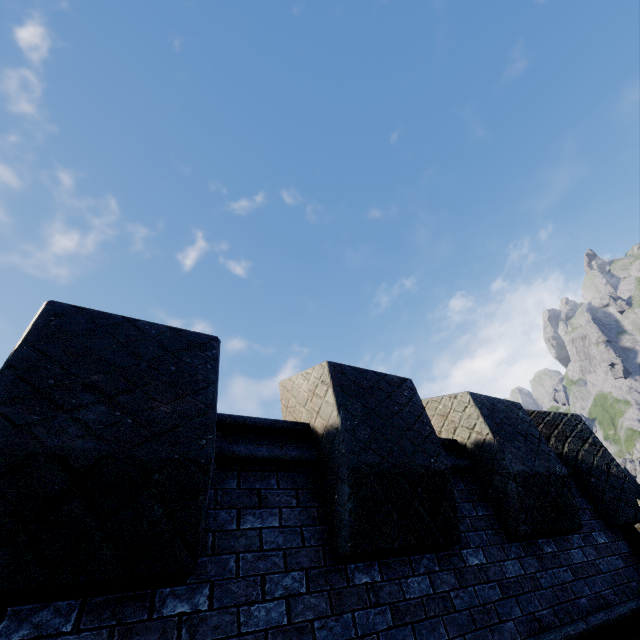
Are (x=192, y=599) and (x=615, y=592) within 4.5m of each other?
no
